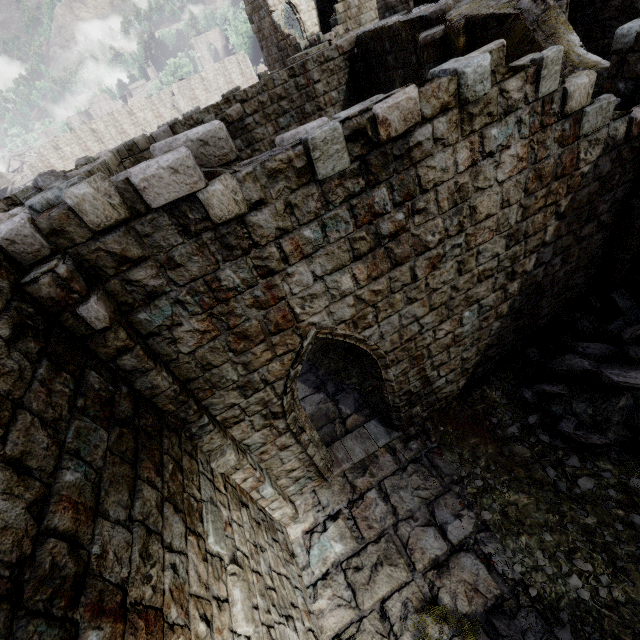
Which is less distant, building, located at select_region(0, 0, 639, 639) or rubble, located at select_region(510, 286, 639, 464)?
building, located at select_region(0, 0, 639, 639)

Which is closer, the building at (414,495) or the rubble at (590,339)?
the building at (414,495)

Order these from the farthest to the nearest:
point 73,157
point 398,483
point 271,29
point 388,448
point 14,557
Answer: point 73,157 < point 271,29 < point 388,448 < point 398,483 < point 14,557
